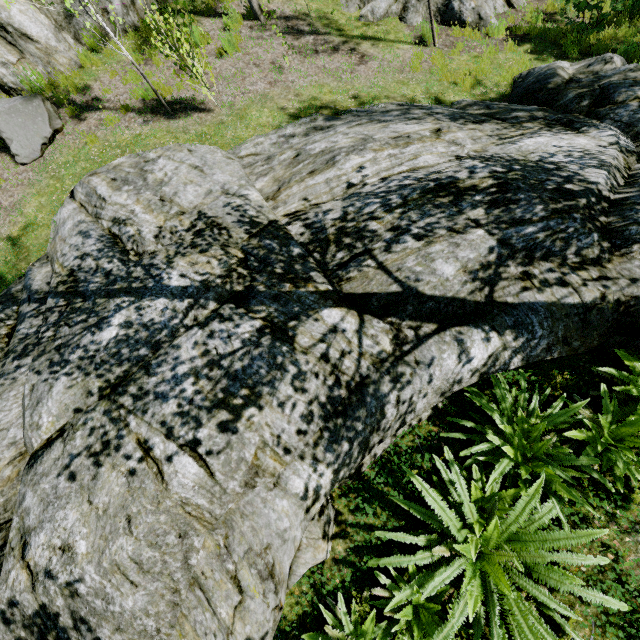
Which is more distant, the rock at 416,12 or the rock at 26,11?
the rock at 416,12

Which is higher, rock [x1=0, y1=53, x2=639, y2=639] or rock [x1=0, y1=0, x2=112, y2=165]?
rock [x1=0, y1=0, x2=112, y2=165]

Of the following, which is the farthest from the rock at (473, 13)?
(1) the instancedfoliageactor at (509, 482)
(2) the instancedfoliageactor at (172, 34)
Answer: (1) the instancedfoliageactor at (509, 482)

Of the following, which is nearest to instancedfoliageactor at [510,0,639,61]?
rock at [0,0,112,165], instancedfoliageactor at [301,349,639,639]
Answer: rock at [0,0,112,165]

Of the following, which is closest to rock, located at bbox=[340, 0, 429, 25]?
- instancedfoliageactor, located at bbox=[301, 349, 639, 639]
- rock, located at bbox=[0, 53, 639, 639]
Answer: rock, located at bbox=[0, 53, 639, 639]

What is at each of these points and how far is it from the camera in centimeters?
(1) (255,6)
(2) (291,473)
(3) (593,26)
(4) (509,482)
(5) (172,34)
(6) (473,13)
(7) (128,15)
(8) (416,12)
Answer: (1) instancedfoliageactor, 849cm
(2) rock, 316cm
(3) instancedfoliageactor, 802cm
(4) instancedfoliageactor, 338cm
(5) instancedfoliageactor, 649cm
(6) rock, 839cm
(7) rock, 845cm
(8) rock, 858cm

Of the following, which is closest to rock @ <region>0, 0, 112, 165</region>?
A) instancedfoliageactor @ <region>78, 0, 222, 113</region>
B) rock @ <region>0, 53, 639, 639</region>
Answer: instancedfoliageactor @ <region>78, 0, 222, 113</region>

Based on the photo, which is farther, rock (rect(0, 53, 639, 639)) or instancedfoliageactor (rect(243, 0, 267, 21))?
instancedfoliageactor (rect(243, 0, 267, 21))
